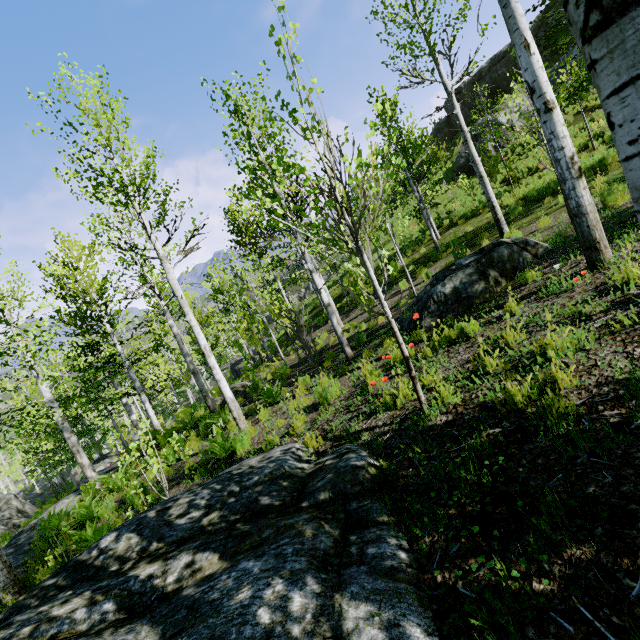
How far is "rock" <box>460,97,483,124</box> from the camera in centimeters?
3042cm

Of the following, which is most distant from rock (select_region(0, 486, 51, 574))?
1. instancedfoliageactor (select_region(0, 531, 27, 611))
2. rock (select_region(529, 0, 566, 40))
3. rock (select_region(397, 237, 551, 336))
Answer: rock (select_region(529, 0, 566, 40))

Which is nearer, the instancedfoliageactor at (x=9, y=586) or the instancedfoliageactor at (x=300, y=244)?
the instancedfoliageactor at (x=300, y=244)

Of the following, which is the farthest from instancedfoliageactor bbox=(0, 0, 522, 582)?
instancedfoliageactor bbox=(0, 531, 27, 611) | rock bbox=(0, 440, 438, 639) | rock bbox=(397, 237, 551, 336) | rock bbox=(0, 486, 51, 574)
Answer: rock bbox=(397, 237, 551, 336)

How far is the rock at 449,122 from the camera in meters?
33.2

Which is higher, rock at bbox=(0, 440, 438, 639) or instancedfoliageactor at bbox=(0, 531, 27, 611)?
rock at bbox=(0, 440, 438, 639)

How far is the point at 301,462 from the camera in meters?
3.7
